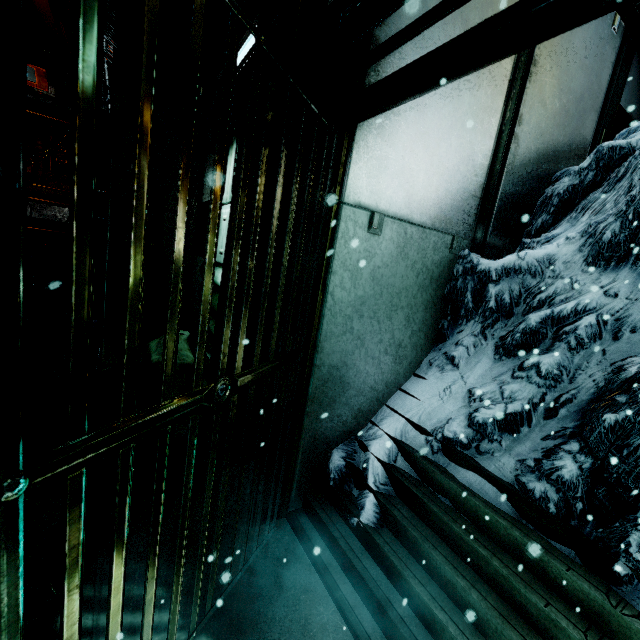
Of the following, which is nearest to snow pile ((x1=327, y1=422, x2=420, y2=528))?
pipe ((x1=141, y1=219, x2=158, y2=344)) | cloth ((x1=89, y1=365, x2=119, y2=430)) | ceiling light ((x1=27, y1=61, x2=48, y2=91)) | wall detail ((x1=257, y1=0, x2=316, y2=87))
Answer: wall detail ((x1=257, y1=0, x2=316, y2=87))

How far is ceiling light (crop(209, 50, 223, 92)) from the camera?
3.7m

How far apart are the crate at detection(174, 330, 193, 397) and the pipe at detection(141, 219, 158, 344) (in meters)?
0.66

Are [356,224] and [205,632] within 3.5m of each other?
yes

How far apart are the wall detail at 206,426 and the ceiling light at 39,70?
6.05m

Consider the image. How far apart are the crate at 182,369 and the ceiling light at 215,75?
3.1m

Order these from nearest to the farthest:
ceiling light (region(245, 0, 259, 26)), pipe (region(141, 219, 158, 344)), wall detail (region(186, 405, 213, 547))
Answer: wall detail (region(186, 405, 213, 547))
ceiling light (region(245, 0, 259, 26))
pipe (region(141, 219, 158, 344))

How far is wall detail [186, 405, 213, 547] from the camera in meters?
2.3
